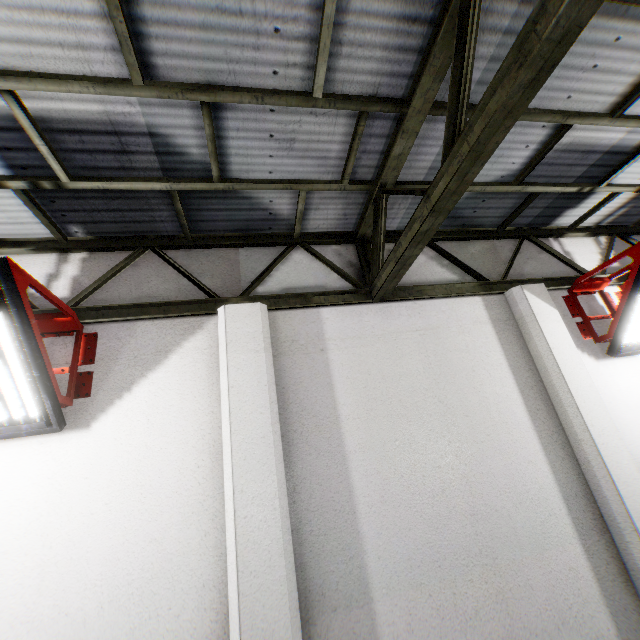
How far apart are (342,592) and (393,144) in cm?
439

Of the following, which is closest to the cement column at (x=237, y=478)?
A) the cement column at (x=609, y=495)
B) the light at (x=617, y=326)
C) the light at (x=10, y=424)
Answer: the light at (x=10, y=424)

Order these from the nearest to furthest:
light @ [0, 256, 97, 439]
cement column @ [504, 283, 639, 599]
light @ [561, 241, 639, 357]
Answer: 1. light @ [0, 256, 97, 439]
2. cement column @ [504, 283, 639, 599]
3. light @ [561, 241, 639, 357]

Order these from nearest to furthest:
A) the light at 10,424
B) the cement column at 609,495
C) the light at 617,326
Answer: the light at 10,424, the cement column at 609,495, the light at 617,326

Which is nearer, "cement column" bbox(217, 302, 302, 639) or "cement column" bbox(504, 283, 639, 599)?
"cement column" bbox(217, 302, 302, 639)

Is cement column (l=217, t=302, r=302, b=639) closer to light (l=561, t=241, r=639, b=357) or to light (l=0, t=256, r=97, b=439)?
light (l=0, t=256, r=97, b=439)

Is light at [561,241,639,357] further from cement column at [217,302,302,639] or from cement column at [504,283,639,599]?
cement column at [217,302,302,639]

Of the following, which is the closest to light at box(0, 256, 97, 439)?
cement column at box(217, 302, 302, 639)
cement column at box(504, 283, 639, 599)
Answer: cement column at box(217, 302, 302, 639)
